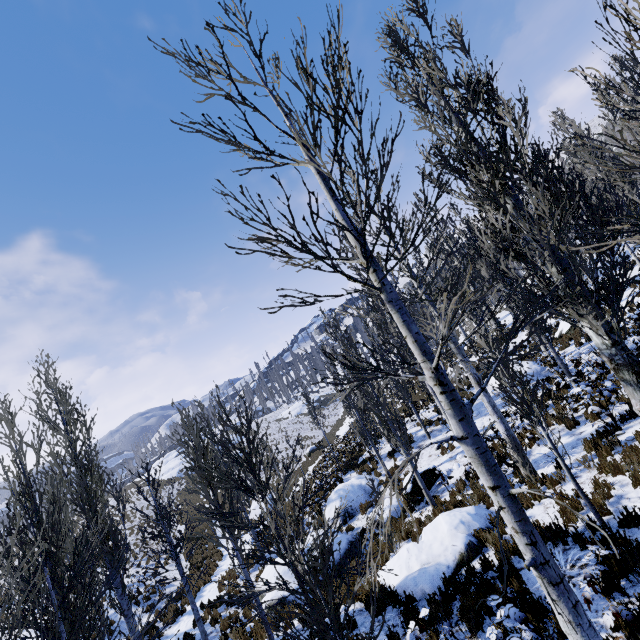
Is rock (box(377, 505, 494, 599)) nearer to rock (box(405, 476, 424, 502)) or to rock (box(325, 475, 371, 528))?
rock (box(405, 476, 424, 502))

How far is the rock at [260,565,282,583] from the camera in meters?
11.2

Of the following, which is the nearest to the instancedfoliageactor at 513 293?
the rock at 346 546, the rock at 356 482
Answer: the rock at 356 482

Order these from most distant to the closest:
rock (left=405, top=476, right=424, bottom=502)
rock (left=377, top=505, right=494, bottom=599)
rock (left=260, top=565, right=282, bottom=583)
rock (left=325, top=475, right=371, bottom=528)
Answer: Result:
1. rock (left=325, top=475, right=371, bottom=528)
2. rock (left=405, top=476, right=424, bottom=502)
3. rock (left=260, top=565, right=282, bottom=583)
4. rock (left=377, top=505, right=494, bottom=599)

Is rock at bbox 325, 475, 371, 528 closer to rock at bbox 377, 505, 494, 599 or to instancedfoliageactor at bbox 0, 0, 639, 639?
instancedfoliageactor at bbox 0, 0, 639, 639

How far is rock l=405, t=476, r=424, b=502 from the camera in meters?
12.9

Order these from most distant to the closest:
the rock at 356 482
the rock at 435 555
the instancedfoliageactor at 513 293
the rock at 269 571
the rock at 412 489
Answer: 1. the rock at 356 482
2. the rock at 412 489
3. the rock at 269 571
4. the rock at 435 555
5. the instancedfoliageactor at 513 293

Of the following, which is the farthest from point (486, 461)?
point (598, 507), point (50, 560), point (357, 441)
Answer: point (357, 441)
